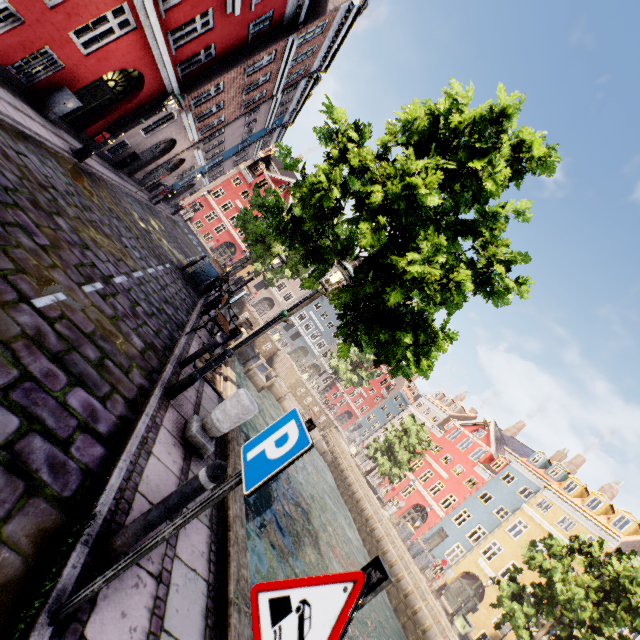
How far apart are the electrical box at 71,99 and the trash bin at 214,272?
6.6 meters

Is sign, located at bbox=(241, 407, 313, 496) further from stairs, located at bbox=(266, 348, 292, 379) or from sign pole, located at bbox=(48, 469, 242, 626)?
stairs, located at bbox=(266, 348, 292, 379)

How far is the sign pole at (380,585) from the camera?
1.12m

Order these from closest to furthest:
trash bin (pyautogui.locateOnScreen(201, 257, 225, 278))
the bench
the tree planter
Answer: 1. the tree planter
2. the bench
3. trash bin (pyautogui.locateOnScreen(201, 257, 225, 278))

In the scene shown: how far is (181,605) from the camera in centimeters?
290cm

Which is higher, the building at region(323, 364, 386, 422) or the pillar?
the building at region(323, 364, 386, 422)

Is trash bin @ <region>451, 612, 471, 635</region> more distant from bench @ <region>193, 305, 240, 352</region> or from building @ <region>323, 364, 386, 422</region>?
building @ <region>323, 364, 386, 422</region>

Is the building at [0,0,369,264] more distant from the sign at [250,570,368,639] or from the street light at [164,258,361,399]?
the sign at [250,570,368,639]
